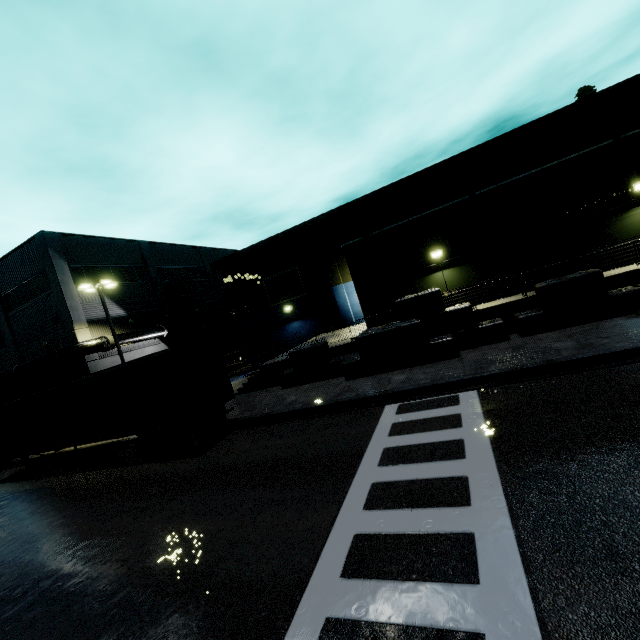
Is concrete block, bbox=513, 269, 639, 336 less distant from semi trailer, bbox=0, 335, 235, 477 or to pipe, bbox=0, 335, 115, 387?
semi trailer, bbox=0, 335, 235, 477

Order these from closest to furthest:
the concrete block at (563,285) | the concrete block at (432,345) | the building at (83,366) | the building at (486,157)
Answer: the concrete block at (563,285) → the concrete block at (432,345) → the building at (486,157) → the building at (83,366)

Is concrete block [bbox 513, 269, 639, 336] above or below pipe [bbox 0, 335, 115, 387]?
below

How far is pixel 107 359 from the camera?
25.1m

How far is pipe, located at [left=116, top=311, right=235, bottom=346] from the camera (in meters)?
25.56

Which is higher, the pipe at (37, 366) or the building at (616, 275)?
the pipe at (37, 366)
